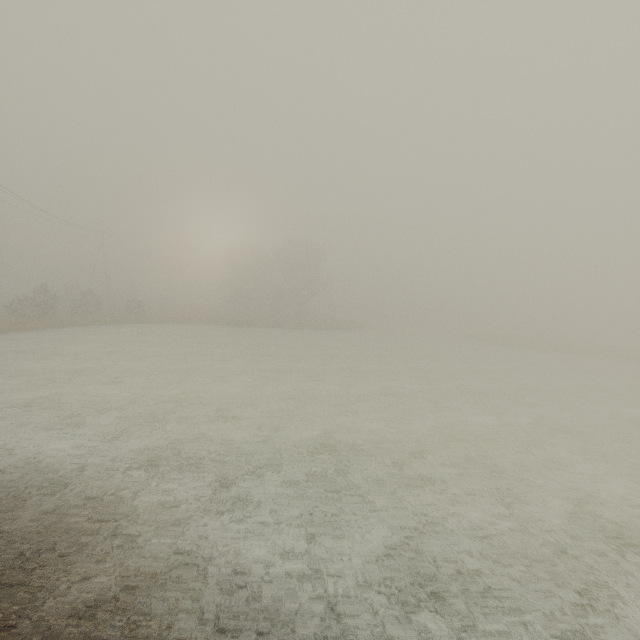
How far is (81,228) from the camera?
35.8 meters

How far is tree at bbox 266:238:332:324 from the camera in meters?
54.0 m

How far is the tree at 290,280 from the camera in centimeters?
5400cm
